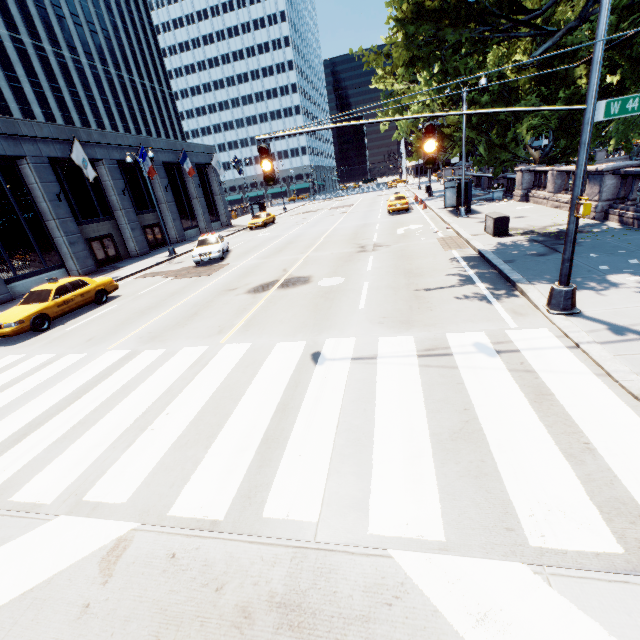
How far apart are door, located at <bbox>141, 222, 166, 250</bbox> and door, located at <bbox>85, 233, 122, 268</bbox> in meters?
3.5

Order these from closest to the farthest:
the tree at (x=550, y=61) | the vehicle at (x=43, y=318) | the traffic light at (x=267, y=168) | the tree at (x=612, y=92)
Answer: the traffic light at (x=267, y=168)
the vehicle at (x=43, y=318)
the tree at (x=612, y=92)
the tree at (x=550, y=61)

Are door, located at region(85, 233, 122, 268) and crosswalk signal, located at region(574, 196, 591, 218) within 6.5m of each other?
no

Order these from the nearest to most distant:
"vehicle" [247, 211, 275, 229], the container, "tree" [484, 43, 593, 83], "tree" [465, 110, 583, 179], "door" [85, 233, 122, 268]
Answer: the container
"tree" [484, 43, 593, 83]
"tree" [465, 110, 583, 179]
"door" [85, 233, 122, 268]
"vehicle" [247, 211, 275, 229]

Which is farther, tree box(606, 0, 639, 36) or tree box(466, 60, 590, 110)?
tree box(466, 60, 590, 110)

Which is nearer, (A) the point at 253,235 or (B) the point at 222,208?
(A) the point at 253,235

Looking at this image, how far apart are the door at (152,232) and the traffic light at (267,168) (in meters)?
27.47

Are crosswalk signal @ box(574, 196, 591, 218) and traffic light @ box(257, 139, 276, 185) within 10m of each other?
yes
